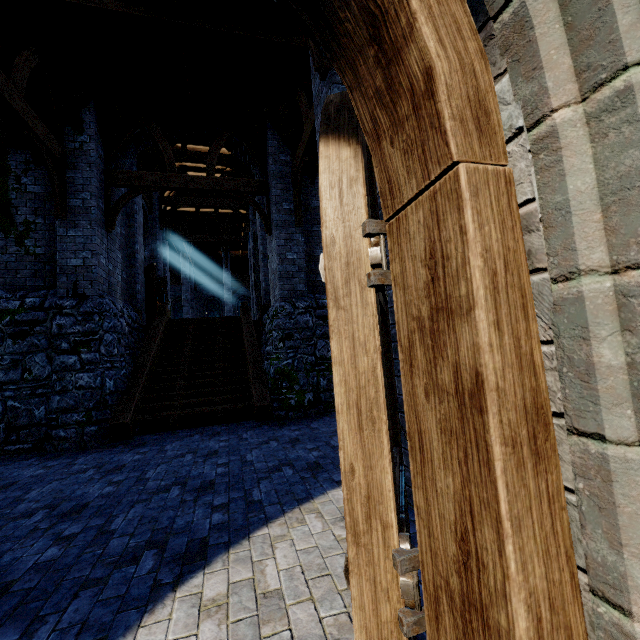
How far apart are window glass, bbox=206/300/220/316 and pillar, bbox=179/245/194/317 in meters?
7.2 m

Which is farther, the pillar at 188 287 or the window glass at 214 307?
the window glass at 214 307

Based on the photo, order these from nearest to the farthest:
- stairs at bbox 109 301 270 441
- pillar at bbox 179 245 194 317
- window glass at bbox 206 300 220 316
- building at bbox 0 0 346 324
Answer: building at bbox 0 0 346 324 < stairs at bbox 109 301 270 441 < pillar at bbox 179 245 194 317 < window glass at bbox 206 300 220 316

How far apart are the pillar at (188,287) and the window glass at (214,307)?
7.2 meters

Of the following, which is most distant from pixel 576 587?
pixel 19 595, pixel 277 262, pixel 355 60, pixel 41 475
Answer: pixel 277 262

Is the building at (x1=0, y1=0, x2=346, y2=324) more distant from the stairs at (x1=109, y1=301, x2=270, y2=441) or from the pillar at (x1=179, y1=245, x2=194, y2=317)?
the stairs at (x1=109, y1=301, x2=270, y2=441)

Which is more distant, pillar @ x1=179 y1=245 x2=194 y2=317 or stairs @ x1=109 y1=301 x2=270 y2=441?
pillar @ x1=179 y1=245 x2=194 y2=317

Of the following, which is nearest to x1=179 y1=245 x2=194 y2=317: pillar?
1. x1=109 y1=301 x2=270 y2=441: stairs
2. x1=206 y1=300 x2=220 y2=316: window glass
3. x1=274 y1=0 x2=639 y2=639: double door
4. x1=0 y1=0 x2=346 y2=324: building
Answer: x1=0 y1=0 x2=346 y2=324: building
